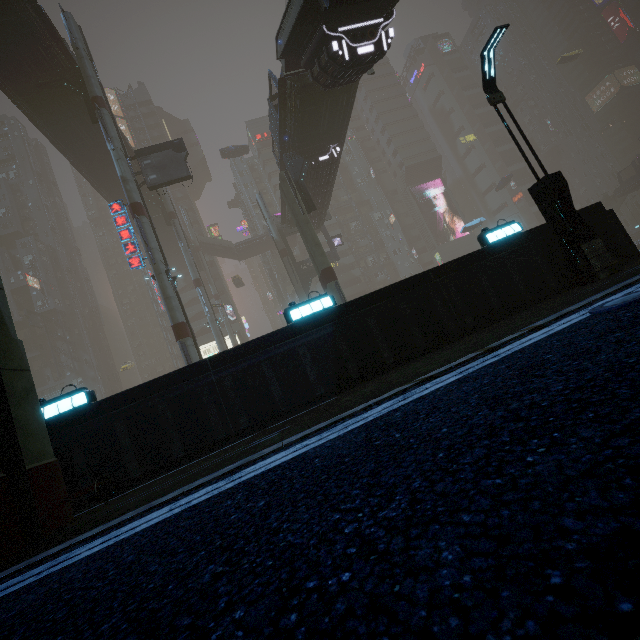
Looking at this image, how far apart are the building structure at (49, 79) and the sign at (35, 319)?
43.5m

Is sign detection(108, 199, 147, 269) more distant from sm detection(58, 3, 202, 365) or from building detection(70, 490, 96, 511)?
building detection(70, 490, 96, 511)

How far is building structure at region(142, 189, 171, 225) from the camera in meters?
38.9 m

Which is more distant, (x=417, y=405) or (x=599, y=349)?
(x=417, y=405)

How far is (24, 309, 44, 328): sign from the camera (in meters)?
53.72

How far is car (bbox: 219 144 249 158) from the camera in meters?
48.3

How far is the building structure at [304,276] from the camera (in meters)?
39.22

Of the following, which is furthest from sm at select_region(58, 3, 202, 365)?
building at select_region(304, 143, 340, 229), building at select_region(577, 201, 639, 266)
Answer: building at select_region(304, 143, 340, 229)
